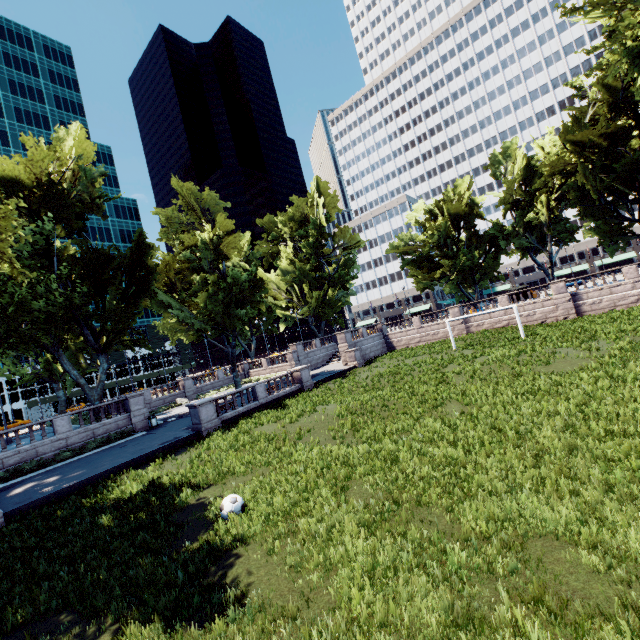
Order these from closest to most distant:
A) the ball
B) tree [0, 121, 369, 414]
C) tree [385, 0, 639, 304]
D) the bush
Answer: the ball
the bush
tree [385, 0, 639, 304]
tree [0, 121, 369, 414]

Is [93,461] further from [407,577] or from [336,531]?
[407,577]

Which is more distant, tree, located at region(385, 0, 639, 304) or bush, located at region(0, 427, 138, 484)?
tree, located at region(385, 0, 639, 304)

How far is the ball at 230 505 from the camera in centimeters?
889cm

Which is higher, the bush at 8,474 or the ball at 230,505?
the bush at 8,474

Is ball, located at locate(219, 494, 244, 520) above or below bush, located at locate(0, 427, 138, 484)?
below

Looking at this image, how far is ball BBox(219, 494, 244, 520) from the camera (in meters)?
8.89

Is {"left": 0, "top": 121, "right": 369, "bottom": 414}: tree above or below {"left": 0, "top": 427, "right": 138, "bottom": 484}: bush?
above
